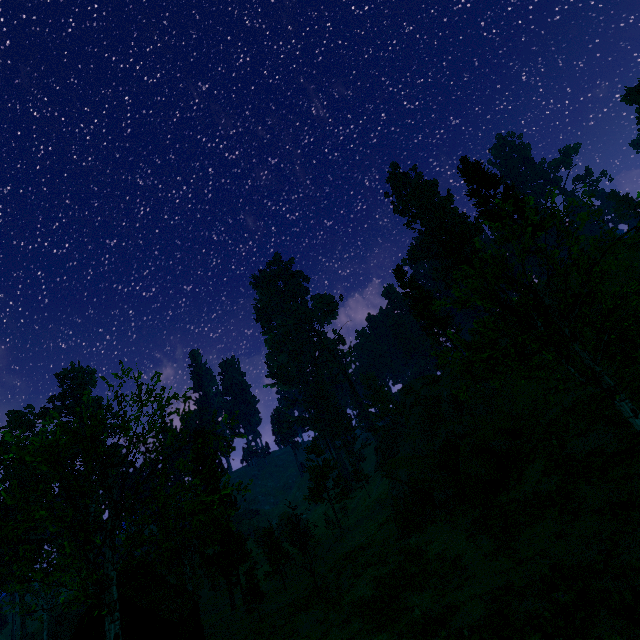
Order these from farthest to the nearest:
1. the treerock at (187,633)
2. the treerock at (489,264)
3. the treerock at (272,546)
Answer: the treerock at (272,546)
the treerock at (187,633)
the treerock at (489,264)

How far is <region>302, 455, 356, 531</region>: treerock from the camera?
41.34m

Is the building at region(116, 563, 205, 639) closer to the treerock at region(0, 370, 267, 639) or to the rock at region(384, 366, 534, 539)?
the treerock at region(0, 370, 267, 639)

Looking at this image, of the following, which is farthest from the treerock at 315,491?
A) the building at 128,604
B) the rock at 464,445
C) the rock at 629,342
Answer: the rock at 629,342

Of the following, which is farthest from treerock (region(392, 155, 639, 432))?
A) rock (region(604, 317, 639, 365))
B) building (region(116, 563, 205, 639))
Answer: rock (region(604, 317, 639, 365))

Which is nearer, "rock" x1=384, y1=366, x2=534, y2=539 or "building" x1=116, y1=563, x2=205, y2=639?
"rock" x1=384, y1=366, x2=534, y2=539

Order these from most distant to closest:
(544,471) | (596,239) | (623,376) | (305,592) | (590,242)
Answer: (305,592)
(623,376)
(544,471)
(590,242)
(596,239)
